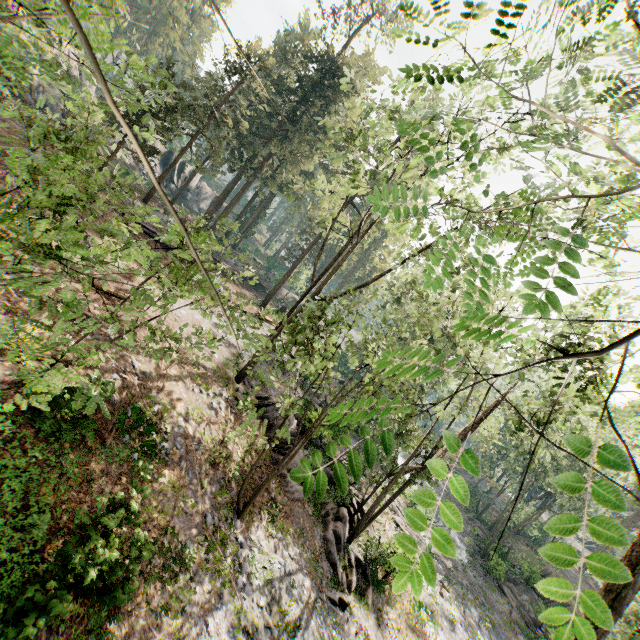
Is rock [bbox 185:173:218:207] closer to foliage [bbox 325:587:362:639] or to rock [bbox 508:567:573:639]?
foliage [bbox 325:587:362:639]

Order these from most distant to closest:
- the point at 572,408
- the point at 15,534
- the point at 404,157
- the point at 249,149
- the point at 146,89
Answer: the point at 249,149
the point at 146,89
the point at 572,408
the point at 404,157
the point at 15,534

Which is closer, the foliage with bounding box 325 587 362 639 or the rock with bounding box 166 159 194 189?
the foliage with bounding box 325 587 362 639

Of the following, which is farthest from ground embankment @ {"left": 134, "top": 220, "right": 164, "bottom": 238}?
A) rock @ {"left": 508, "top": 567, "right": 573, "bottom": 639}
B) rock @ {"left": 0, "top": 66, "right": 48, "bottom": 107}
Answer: rock @ {"left": 508, "top": 567, "right": 573, "bottom": 639}

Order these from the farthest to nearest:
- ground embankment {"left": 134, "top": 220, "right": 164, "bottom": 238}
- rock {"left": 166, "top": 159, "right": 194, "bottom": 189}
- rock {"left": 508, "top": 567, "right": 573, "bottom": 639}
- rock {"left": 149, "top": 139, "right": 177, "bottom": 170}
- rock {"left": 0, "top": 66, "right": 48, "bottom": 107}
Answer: rock {"left": 166, "top": 159, "right": 194, "bottom": 189}
rock {"left": 149, "top": 139, "right": 177, "bottom": 170}
rock {"left": 508, "top": 567, "right": 573, "bottom": 639}
ground embankment {"left": 134, "top": 220, "right": 164, "bottom": 238}
rock {"left": 0, "top": 66, "right": 48, "bottom": 107}

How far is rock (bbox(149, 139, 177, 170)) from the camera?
43.5 meters

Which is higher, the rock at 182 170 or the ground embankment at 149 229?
the rock at 182 170

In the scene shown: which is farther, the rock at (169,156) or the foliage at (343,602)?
the rock at (169,156)
